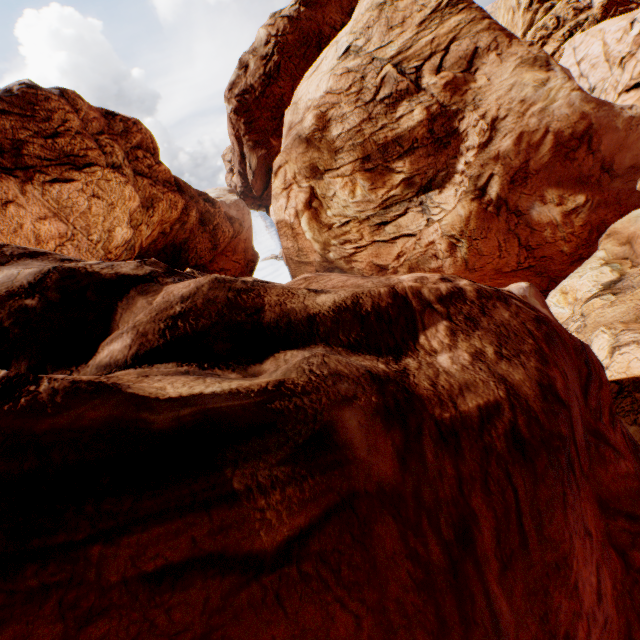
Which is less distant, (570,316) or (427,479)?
(427,479)
